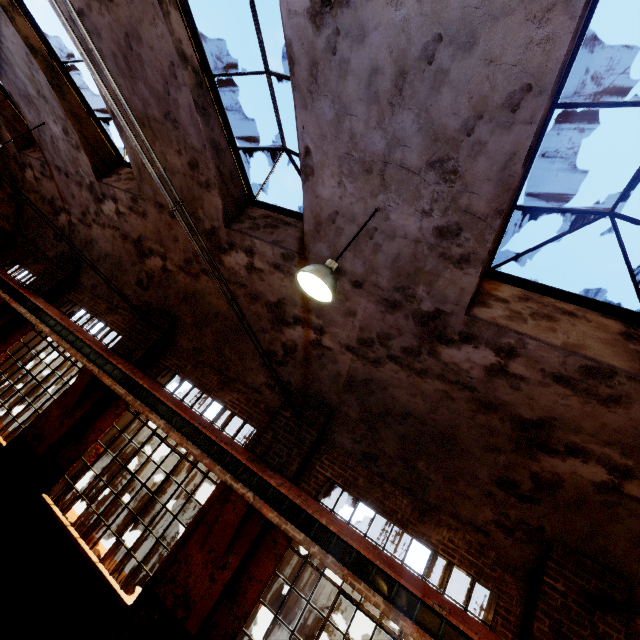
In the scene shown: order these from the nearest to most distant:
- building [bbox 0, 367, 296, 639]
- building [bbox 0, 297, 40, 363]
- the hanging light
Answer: the hanging light
building [bbox 0, 367, 296, 639]
building [bbox 0, 297, 40, 363]

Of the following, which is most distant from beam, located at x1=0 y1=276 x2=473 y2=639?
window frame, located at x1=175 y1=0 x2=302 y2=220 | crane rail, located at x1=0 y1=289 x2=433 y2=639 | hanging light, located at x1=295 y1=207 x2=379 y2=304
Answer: window frame, located at x1=175 y1=0 x2=302 y2=220

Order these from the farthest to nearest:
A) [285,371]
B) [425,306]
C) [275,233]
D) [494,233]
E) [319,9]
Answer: [285,371]
[275,233]
[425,306]
[494,233]
[319,9]

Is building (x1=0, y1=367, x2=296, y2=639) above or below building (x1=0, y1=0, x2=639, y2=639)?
below

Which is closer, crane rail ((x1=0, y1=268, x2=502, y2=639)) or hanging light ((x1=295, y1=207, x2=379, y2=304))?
hanging light ((x1=295, y1=207, x2=379, y2=304))

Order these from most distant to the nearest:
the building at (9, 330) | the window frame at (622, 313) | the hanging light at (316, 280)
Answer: the building at (9, 330), the hanging light at (316, 280), the window frame at (622, 313)

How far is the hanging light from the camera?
3.7 meters

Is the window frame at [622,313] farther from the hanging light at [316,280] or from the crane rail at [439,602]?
the crane rail at [439,602]
